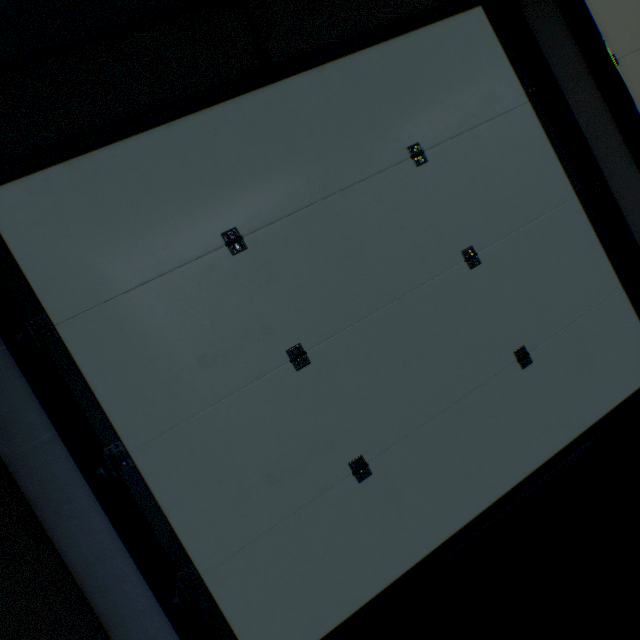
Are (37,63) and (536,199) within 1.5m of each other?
no
